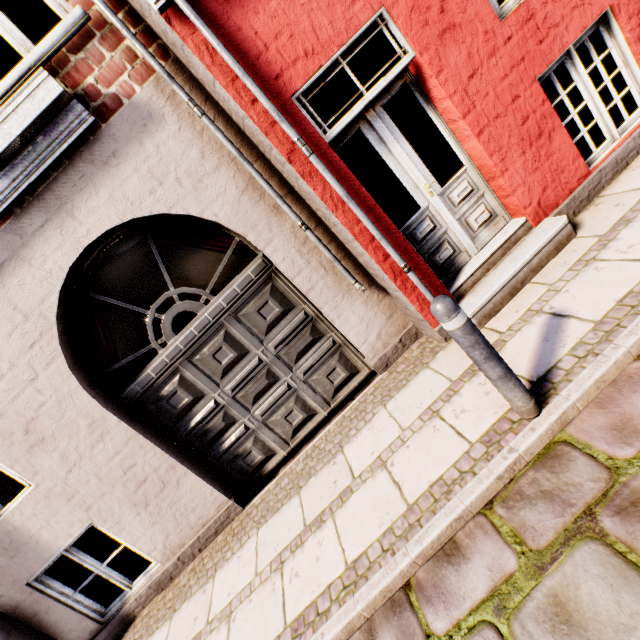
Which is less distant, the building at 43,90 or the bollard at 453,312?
the bollard at 453,312

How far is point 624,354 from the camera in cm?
213

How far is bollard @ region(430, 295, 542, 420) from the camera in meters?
2.0

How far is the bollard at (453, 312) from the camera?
2.0m

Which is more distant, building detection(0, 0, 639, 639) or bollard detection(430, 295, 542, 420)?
building detection(0, 0, 639, 639)
